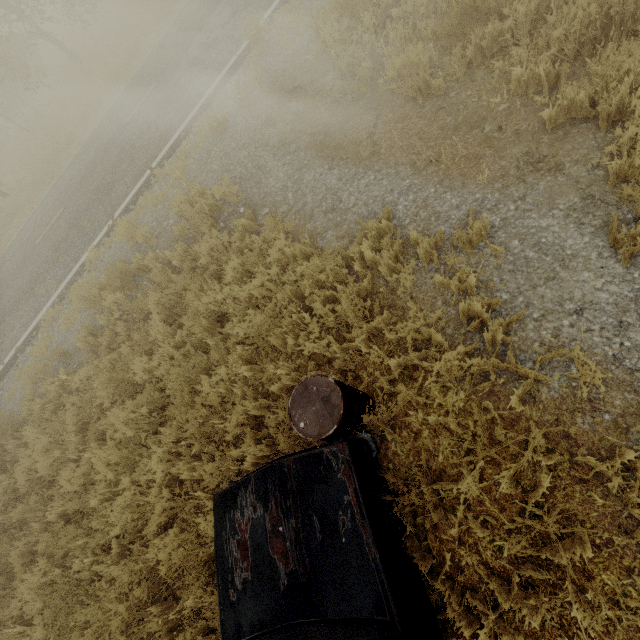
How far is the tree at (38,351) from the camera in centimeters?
678cm

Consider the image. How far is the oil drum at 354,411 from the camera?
2.8 meters

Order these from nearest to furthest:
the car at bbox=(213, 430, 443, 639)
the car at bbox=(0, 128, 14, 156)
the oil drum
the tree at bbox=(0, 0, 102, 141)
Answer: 1. the car at bbox=(213, 430, 443, 639)
2. the oil drum
3. the tree at bbox=(0, 0, 102, 141)
4. the car at bbox=(0, 128, 14, 156)

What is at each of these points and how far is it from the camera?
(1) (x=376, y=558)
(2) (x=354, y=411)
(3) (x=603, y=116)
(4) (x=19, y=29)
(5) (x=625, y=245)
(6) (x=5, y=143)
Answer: (1) car, 2.3 meters
(2) oil drum, 3.0 meters
(3) tree, 3.2 meters
(4) tree, 19.3 meters
(5) tree, 2.8 meters
(6) car, 23.3 meters

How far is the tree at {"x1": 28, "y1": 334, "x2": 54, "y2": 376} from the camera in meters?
6.8

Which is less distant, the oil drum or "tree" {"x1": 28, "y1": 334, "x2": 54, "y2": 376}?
the oil drum

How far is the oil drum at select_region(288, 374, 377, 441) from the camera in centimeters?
281cm

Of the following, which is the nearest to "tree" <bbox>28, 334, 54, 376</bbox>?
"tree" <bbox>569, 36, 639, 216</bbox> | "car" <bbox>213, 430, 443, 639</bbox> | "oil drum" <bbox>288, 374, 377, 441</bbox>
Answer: "oil drum" <bbox>288, 374, 377, 441</bbox>
